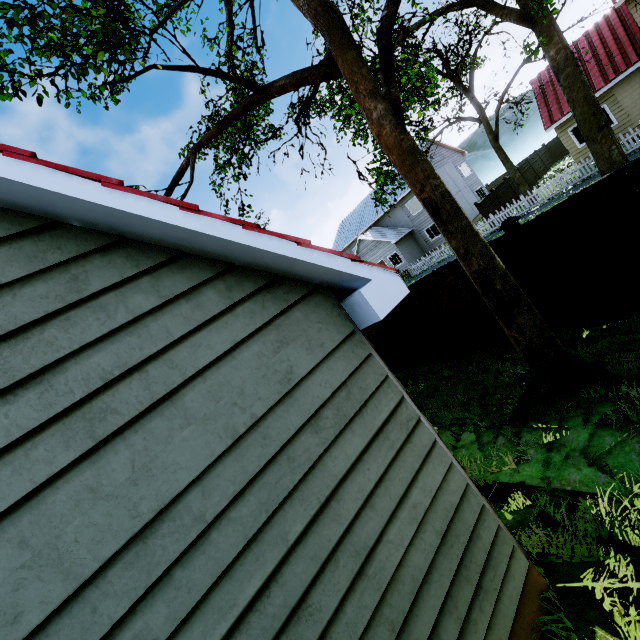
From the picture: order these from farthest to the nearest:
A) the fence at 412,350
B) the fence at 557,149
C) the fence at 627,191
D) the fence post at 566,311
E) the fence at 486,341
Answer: the fence at 557,149 < the fence at 412,350 < the fence at 486,341 < the fence post at 566,311 < the fence at 627,191

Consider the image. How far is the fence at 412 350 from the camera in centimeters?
908cm

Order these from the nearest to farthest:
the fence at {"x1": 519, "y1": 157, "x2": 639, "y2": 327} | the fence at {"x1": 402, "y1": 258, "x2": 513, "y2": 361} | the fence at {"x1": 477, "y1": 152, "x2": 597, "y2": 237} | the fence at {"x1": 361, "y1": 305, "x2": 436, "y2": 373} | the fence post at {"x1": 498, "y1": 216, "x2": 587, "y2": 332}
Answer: the fence at {"x1": 519, "y1": 157, "x2": 639, "y2": 327} < the fence post at {"x1": 498, "y1": 216, "x2": 587, "y2": 332} < the fence at {"x1": 402, "y1": 258, "x2": 513, "y2": 361} < the fence at {"x1": 361, "y1": 305, "x2": 436, "y2": 373} < the fence at {"x1": 477, "y1": 152, "x2": 597, "y2": 237}

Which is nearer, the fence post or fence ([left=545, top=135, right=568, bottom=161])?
the fence post

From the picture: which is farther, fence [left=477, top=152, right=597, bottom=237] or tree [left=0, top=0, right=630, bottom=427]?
fence [left=477, top=152, right=597, bottom=237]

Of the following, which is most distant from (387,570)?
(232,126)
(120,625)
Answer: (232,126)

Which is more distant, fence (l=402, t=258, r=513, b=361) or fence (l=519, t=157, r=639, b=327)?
fence (l=402, t=258, r=513, b=361)

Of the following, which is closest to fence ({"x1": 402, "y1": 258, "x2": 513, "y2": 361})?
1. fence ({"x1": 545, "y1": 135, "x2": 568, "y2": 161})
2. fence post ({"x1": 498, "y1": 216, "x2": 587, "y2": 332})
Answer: fence post ({"x1": 498, "y1": 216, "x2": 587, "y2": 332})
